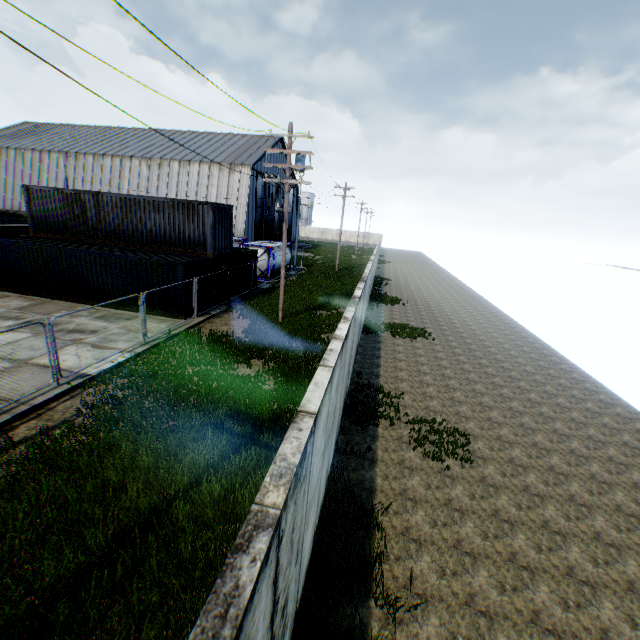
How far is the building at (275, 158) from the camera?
47.1m

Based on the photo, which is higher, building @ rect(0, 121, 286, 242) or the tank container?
building @ rect(0, 121, 286, 242)

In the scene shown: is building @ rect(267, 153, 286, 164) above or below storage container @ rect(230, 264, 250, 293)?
above

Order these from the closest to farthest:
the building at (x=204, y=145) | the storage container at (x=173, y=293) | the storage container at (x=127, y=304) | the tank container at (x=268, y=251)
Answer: the storage container at (x=173, y=293), the storage container at (x=127, y=304), the tank container at (x=268, y=251), the building at (x=204, y=145)

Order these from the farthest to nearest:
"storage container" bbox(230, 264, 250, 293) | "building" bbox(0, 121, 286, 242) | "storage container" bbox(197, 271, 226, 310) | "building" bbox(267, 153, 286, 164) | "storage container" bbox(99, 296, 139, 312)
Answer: "building" bbox(267, 153, 286, 164) → "building" bbox(0, 121, 286, 242) → "storage container" bbox(230, 264, 250, 293) → "storage container" bbox(197, 271, 226, 310) → "storage container" bbox(99, 296, 139, 312)

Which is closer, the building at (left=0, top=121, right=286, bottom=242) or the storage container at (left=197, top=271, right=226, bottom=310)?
the storage container at (left=197, top=271, right=226, bottom=310)

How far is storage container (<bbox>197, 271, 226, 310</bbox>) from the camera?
17.75m

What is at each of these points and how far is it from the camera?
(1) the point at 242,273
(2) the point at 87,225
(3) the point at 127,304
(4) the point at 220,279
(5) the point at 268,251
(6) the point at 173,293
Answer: (1) storage container, 22.47m
(2) storage container, 19.09m
(3) storage container, 17.08m
(4) storage container, 19.89m
(5) tank container, 28.12m
(6) storage container, 16.36m
